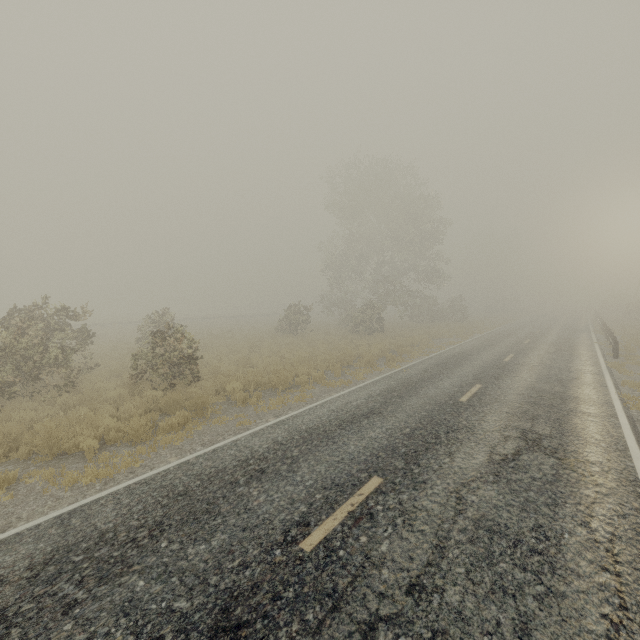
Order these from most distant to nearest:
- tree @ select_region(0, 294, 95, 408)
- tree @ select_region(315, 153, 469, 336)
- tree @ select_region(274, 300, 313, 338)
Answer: tree @ select_region(315, 153, 469, 336) < tree @ select_region(274, 300, 313, 338) < tree @ select_region(0, 294, 95, 408)

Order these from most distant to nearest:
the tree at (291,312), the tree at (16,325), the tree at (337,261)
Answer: the tree at (337,261)
the tree at (291,312)
the tree at (16,325)

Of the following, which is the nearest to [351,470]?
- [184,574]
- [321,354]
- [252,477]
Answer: [252,477]

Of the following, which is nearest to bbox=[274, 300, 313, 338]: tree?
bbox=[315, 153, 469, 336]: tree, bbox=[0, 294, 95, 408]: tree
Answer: bbox=[315, 153, 469, 336]: tree

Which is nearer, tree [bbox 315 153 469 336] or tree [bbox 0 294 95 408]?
tree [bbox 0 294 95 408]

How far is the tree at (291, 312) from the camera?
26.98m

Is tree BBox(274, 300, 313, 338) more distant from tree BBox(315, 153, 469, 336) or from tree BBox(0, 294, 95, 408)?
tree BBox(0, 294, 95, 408)
